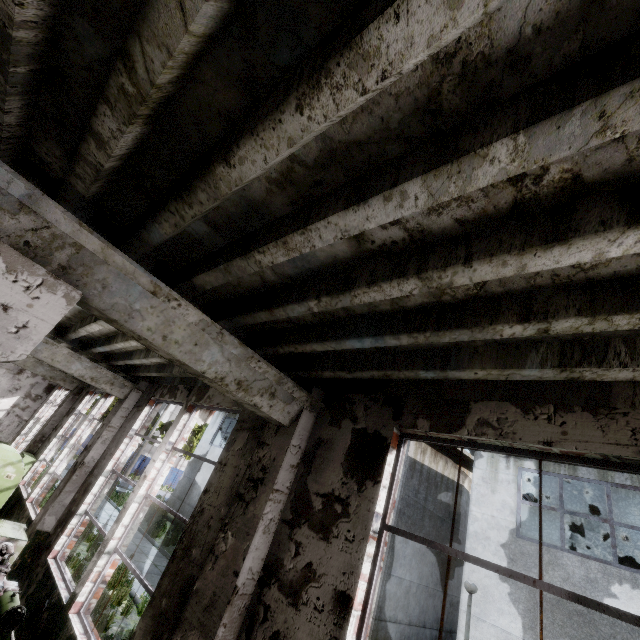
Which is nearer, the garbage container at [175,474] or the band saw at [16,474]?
the band saw at [16,474]

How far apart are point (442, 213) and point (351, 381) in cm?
247

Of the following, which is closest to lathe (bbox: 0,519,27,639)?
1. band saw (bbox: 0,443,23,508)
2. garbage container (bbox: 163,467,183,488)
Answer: band saw (bbox: 0,443,23,508)

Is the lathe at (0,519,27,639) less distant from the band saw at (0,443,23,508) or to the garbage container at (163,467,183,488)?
the band saw at (0,443,23,508)

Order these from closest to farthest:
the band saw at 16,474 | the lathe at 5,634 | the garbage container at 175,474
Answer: the lathe at 5,634 < the band saw at 16,474 < the garbage container at 175,474
